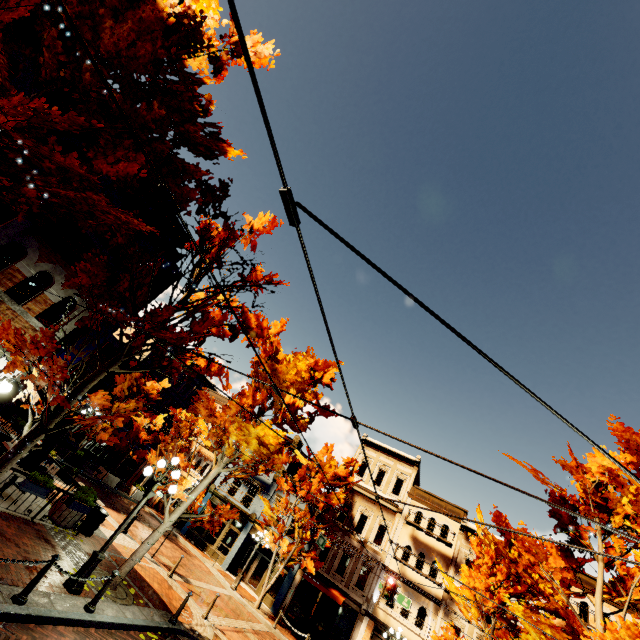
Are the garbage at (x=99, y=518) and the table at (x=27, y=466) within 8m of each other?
yes

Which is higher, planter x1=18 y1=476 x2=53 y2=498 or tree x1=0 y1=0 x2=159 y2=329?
tree x1=0 y1=0 x2=159 y2=329

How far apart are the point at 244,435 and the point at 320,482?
14.91m

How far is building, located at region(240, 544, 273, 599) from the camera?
24.1m

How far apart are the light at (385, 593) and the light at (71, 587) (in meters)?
11.44

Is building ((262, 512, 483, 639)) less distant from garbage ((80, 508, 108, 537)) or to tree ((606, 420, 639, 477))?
tree ((606, 420, 639, 477))

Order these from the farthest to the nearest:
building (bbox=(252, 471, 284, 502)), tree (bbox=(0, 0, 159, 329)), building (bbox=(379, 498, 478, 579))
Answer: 1. building (bbox=(252, 471, 284, 502))
2. building (bbox=(379, 498, 478, 579))
3. tree (bbox=(0, 0, 159, 329))

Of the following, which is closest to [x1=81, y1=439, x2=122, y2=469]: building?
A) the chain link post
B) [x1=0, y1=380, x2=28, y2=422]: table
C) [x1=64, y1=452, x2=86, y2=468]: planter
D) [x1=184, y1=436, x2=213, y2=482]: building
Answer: [x1=184, y1=436, x2=213, y2=482]: building
